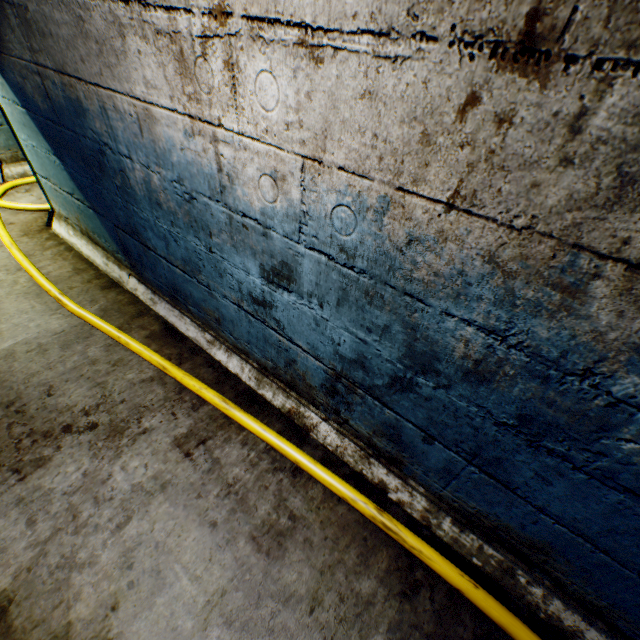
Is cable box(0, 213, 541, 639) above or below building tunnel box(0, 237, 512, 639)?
above

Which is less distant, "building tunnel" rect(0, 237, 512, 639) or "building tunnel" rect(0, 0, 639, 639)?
"building tunnel" rect(0, 0, 639, 639)

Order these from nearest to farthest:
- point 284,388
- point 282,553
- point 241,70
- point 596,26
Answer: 1. point 596,26
2. point 241,70
3. point 282,553
4. point 284,388

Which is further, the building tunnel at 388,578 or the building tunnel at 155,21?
the building tunnel at 388,578

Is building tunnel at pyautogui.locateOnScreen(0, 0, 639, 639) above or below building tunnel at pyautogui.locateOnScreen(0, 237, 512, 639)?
above

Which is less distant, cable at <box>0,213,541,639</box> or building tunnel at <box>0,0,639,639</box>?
building tunnel at <box>0,0,639,639</box>

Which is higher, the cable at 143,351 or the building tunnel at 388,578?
the cable at 143,351
